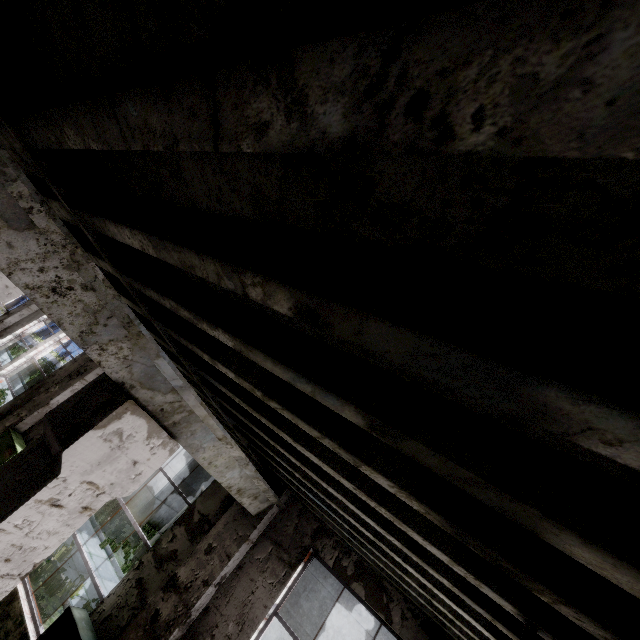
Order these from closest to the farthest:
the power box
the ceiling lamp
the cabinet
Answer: the ceiling lamp < the cabinet < the power box

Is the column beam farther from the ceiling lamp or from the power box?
the power box

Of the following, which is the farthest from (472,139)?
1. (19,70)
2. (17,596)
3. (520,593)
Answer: (17,596)

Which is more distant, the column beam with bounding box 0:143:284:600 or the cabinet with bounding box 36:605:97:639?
the cabinet with bounding box 36:605:97:639

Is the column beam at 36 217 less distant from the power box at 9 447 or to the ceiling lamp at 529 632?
the ceiling lamp at 529 632

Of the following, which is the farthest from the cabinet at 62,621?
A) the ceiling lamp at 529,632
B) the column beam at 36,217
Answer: the ceiling lamp at 529,632

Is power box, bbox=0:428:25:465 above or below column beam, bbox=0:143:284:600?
below

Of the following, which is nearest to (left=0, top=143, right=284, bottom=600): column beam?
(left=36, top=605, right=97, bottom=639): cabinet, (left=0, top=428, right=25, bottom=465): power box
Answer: (left=36, top=605, right=97, bottom=639): cabinet
